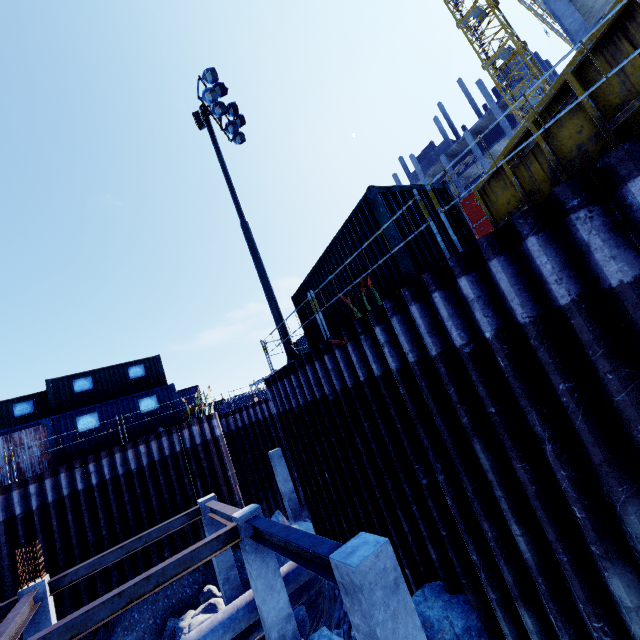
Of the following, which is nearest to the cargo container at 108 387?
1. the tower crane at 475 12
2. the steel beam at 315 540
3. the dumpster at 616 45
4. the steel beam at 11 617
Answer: the steel beam at 11 617

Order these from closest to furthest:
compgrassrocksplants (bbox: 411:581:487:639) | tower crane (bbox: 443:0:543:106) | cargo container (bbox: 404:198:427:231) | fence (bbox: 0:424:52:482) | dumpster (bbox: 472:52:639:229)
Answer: dumpster (bbox: 472:52:639:229), compgrassrocksplants (bbox: 411:581:487:639), cargo container (bbox: 404:198:427:231), fence (bbox: 0:424:52:482), tower crane (bbox: 443:0:543:106)

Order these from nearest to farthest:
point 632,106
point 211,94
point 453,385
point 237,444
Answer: point 632,106 → point 453,385 → point 211,94 → point 237,444

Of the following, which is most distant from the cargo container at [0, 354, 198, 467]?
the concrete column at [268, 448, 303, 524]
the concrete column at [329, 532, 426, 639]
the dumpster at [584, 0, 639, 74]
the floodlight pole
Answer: the dumpster at [584, 0, 639, 74]

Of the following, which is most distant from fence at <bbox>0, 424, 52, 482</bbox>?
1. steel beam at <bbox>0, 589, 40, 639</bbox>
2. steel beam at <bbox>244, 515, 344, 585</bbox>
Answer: steel beam at <bbox>244, 515, 344, 585</bbox>

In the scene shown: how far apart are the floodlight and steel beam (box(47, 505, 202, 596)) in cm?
1540

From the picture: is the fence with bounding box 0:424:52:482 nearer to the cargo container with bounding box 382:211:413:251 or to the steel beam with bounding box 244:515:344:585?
the steel beam with bounding box 244:515:344:585

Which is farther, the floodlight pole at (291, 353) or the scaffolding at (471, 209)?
the floodlight pole at (291, 353)
